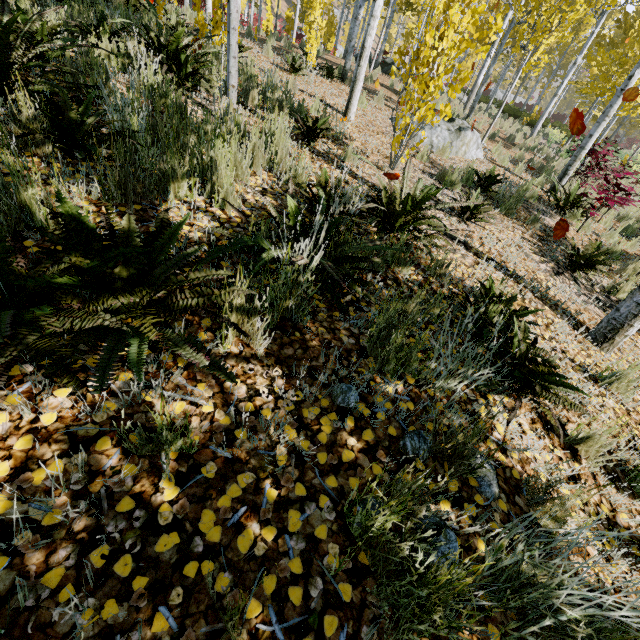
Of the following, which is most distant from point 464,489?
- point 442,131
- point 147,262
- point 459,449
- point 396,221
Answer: point 442,131

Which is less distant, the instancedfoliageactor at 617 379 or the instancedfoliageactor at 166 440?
the instancedfoliageactor at 166 440

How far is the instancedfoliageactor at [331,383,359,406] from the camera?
1.6m

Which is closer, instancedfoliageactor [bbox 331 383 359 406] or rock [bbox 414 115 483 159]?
instancedfoliageactor [bbox 331 383 359 406]

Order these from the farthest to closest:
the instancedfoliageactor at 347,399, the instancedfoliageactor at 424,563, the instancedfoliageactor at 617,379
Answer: the instancedfoliageactor at 617,379
the instancedfoliageactor at 347,399
the instancedfoliageactor at 424,563

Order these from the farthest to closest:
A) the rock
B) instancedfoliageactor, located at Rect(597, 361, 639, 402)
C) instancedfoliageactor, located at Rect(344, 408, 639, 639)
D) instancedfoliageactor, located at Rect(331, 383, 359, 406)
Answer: the rock
instancedfoliageactor, located at Rect(597, 361, 639, 402)
instancedfoliageactor, located at Rect(331, 383, 359, 406)
instancedfoliageactor, located at Rect(344, 408, 639, 639)

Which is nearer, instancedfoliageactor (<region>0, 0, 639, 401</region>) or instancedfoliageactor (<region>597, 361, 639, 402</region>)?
instancedfoliageactor (<region>0, 0, 639, 401</region>)
